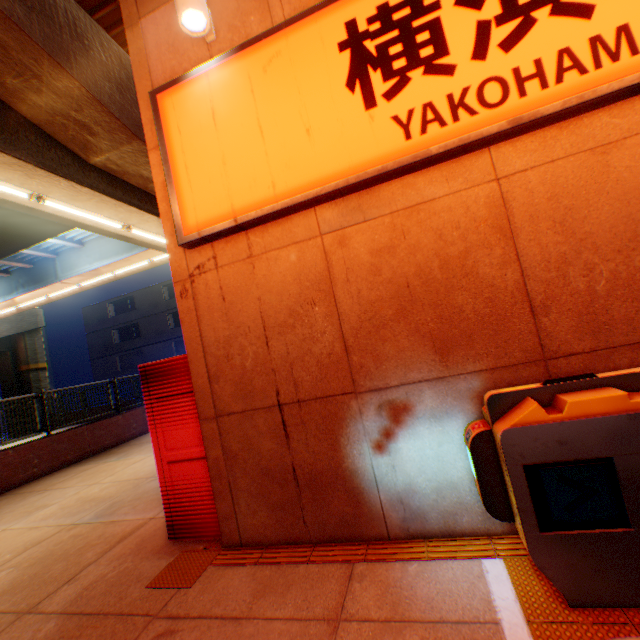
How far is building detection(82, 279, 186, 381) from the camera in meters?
33.2

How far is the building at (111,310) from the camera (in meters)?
33.16

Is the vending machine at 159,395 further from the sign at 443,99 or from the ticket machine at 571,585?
the ticket machine at 571,585

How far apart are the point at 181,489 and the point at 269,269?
2.7m

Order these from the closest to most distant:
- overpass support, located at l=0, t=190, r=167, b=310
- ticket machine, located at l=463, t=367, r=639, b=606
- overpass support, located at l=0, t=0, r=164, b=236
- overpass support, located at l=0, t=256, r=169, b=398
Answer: ticket machine, located at l=463, t=367, r=639, b=606
overpass support, located at l=0, t=0, r=164, b=236
overpass support, located at l=0, t=190, r=167, b=310
overpass support, located at l=0, t=256, r=169, b=398

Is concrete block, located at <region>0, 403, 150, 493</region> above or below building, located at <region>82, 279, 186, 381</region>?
below

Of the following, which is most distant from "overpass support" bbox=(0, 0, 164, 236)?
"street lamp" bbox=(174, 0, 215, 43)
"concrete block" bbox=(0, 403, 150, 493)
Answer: "street lamp" bbox=(174, 0, 215, 43)

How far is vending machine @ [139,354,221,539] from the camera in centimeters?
353cm
